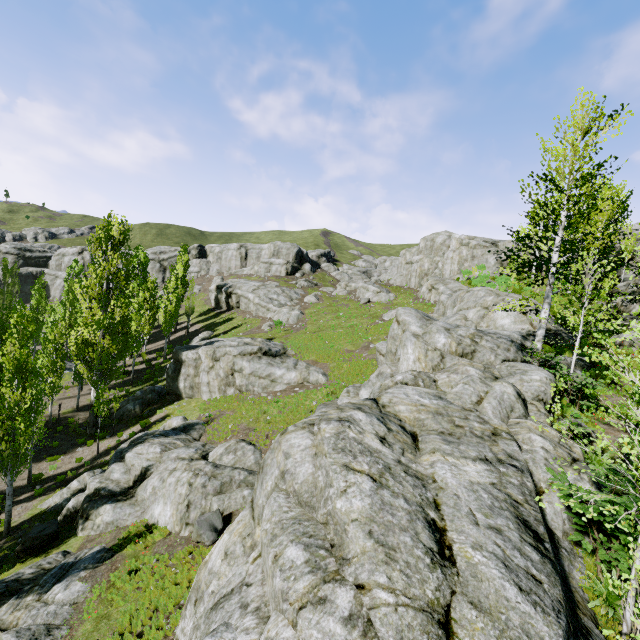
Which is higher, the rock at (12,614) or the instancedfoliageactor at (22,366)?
the instancedfoliageactor at (22,366)

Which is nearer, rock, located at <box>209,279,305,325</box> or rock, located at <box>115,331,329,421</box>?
rock, located at <box>115,331,329,421</box>

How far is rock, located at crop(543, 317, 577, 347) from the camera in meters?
17.3

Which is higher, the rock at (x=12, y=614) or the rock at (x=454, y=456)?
the rock at (x=454, y=456)

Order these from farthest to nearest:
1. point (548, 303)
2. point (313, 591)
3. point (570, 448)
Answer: point (548, 303)
point (570, 448)
point (313, 591)

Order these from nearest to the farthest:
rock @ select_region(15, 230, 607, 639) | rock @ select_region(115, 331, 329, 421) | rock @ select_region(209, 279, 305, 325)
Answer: rock @ select_region(15, 230, 607, 639) < rock @ select_region(115, 331, 329, 421) < rock @ select_region(209, 279, 305, 325)

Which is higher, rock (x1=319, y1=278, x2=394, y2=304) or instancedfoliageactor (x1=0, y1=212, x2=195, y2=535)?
rock (x1=319, y1=278, x2=394, y2=304)
